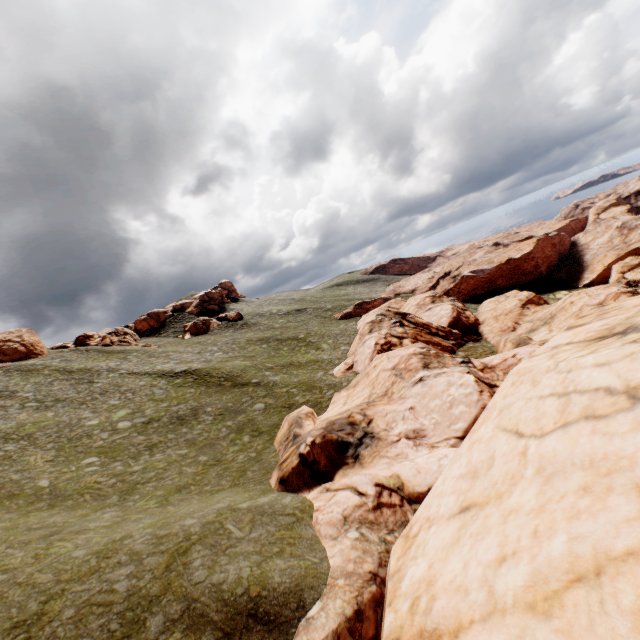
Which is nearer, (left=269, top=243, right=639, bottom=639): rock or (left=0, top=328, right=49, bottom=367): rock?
(left=269, top=243, right=639, bottom=639): rock

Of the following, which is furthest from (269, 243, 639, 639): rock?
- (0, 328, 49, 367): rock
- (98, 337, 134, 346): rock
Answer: (98, 337, 134, 346): rock

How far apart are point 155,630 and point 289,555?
5.5 meters

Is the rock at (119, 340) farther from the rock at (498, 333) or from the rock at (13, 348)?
the rock at (498, 333)

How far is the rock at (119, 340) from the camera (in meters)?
57.09

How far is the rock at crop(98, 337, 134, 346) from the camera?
57.1m

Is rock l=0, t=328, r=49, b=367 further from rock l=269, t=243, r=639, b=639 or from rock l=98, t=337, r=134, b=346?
rock l=269, t=243, r=639, b=639

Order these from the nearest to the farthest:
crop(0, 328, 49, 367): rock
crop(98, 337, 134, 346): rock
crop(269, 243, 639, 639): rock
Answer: crop(269, 243, 639, 639): rock, crop(0, 328, 49, 367): rock, crop(98, 337, 134, 346): rock
